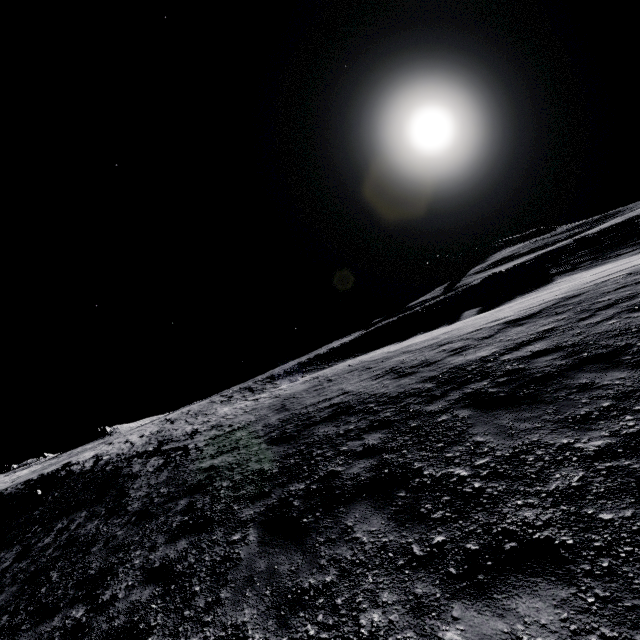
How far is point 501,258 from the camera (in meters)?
55.12
